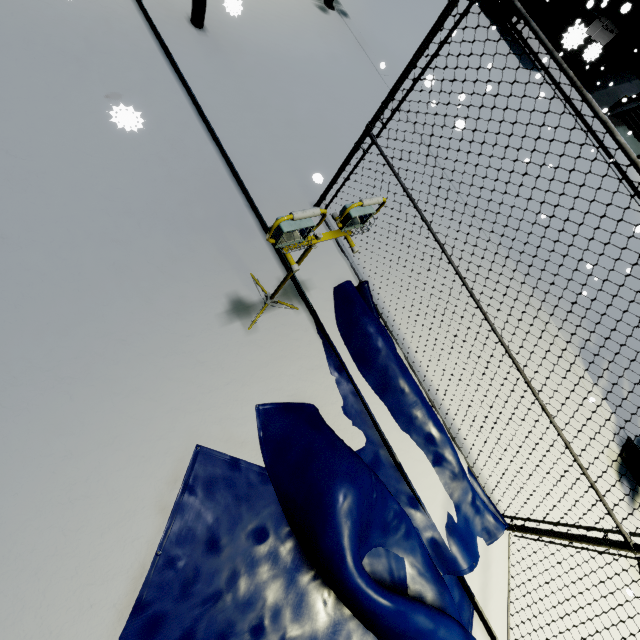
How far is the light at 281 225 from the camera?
2.4 meters

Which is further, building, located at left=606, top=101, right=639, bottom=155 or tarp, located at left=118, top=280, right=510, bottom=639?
building, located at left=606, top=101, right=639, bottom=155

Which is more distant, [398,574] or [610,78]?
[610,78]

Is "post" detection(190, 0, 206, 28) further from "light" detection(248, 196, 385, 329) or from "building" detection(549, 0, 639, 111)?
"building" detection(549, 0, 639, 111)

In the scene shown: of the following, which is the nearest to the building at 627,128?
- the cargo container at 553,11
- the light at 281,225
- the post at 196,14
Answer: the cargo container at 553,11

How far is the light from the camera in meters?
2.4 m

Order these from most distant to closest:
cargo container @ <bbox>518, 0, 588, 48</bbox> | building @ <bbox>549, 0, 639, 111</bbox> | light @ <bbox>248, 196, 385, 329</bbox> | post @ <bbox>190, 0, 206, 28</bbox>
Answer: building @ <bbox>549, 0, 639, 111</bbox> < cargo container @ <bbox>518, 0, 588, 48</bbox> < post @ <bbox>190, 0, 206, 28</bbox> < light @ <bbox>248, 196, 385, 329</bbox>

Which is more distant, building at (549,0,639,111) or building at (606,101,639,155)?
building at (606,101,639,155)
